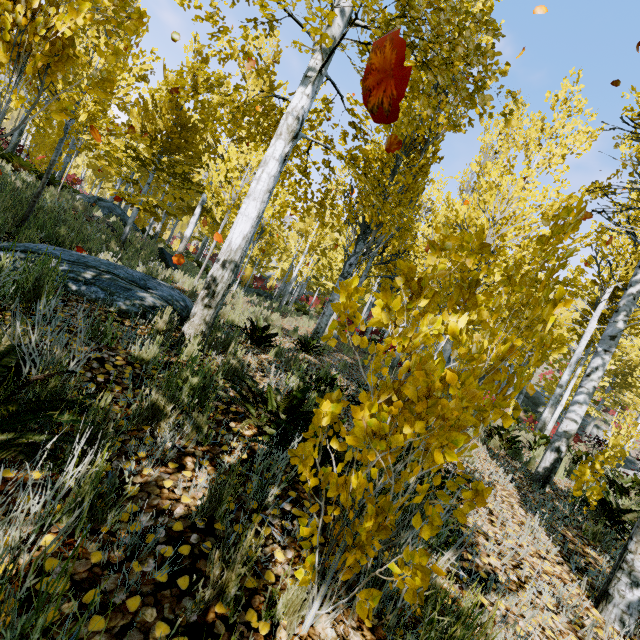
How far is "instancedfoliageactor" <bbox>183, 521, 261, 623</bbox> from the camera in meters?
1.2

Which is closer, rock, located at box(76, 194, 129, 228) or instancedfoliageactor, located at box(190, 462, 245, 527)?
instancedfoliageactor, located at box(190, 462, 245, 527)

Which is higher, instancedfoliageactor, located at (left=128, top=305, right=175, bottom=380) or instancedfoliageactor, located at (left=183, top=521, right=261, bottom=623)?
instancedfoliageactor, located at (left=128, top=305, right=175, bottom=380)

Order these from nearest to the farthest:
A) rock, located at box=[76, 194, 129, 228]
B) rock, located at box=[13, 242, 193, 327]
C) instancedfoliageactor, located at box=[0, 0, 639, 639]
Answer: instancedfoliageactor, located at box=[0, 0, 639, 639] < rock, located at box=[13, 242, 193, 327] < rock, located at box=[76, 194, 129, 228]

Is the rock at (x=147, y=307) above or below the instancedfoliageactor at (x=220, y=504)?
above

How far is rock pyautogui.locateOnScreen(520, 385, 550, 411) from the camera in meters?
29.7

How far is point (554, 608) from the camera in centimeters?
211cm

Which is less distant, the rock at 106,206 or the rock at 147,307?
the rock at 147,307
